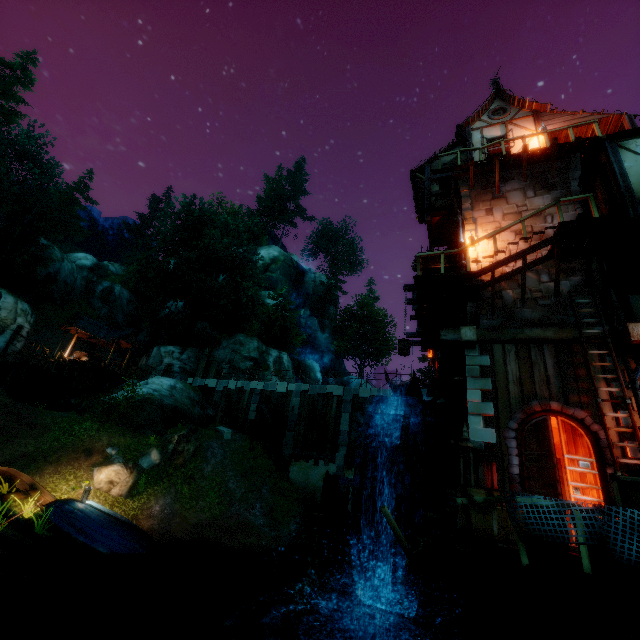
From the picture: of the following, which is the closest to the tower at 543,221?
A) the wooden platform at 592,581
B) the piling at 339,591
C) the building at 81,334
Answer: the wooden platform at 592,581

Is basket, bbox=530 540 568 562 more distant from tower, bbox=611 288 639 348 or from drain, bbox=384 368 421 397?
drain, bbox=384 368 421 397

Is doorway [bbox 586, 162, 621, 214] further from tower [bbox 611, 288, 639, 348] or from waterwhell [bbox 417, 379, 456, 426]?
waterwhell [bbox 417, 379, 456, 426]

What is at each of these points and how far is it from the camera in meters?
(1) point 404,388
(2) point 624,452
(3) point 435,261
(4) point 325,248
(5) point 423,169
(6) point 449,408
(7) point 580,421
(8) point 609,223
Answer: (1) drain, 12.1 m
(2) tower, 7.9 m
(3) building, 14.1 m
(4) tree, 59.3 m
(5) building, 16.3 m
(6) waterwhell, 12.8 m
(7) doorway, 8.4 m
(8) wooden platform, 9.1 m

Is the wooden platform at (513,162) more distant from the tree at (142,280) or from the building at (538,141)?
the tree at (142,280)

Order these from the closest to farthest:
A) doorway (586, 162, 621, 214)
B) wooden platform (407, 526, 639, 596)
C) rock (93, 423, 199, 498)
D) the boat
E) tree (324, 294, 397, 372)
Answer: wooden platform (407, 526, 639, 596)
doorway (586, 162, 621, 214)
the boat
rock (93, 423, 199, 498)
tree (324, 294, 397, 372)

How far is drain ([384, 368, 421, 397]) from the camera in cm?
1176

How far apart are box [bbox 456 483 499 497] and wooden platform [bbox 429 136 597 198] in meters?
11.8 m
